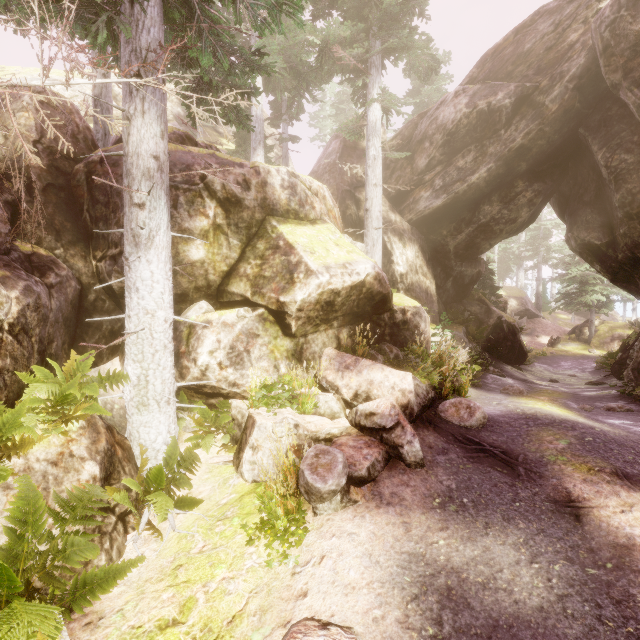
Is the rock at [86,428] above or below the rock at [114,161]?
below

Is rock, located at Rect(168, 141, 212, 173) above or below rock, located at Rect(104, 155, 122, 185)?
above

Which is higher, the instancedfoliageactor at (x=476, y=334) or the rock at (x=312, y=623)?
the instancedfoliageactor at (x=476, y=334)

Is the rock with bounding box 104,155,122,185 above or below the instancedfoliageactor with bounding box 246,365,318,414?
above

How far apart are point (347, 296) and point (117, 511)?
6.24m

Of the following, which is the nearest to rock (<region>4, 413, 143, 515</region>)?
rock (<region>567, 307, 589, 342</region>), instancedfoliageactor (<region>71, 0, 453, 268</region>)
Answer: instancedfoliageactor (<region>71, 0, 453, 268</region>)

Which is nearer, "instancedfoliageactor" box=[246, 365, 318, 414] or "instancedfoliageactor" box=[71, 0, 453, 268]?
"instancedfoliageactor" box=[71, 0, 453, 268]
